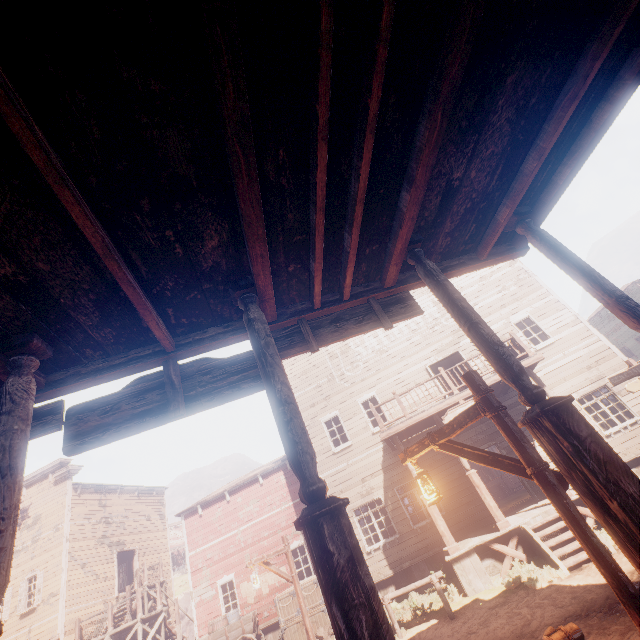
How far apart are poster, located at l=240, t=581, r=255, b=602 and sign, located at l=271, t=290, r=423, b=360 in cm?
1714

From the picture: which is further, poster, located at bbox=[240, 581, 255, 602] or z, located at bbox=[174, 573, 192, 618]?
z, located at bbox=[174, 573, 192, 618]

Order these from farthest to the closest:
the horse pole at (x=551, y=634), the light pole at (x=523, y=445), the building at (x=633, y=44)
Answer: the horse pole at (x=551, y=634), the light pole at (x=523, y=445), the building at (x=633, y=44)

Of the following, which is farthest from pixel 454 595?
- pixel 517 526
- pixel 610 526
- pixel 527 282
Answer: pixel 527 282

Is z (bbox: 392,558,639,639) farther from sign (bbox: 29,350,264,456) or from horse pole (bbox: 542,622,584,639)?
sign (bbox: 29,350,264,456)

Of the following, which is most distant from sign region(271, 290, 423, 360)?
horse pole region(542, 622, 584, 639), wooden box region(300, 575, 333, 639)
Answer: wooden box region(300, 575, 333, 639)

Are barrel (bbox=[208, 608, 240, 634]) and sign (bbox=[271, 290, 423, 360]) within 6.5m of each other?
no

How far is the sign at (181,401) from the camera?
3.0m
